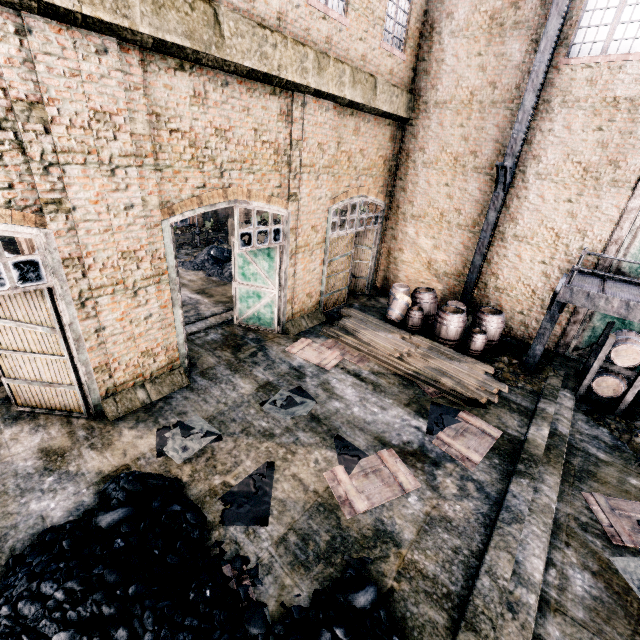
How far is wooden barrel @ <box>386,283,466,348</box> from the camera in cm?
1243

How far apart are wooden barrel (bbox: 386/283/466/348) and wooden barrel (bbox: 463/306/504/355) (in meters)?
1.63

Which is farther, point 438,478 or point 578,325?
point 578,325

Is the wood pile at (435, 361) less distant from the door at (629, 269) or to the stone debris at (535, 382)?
the stone debris at (535, 382)

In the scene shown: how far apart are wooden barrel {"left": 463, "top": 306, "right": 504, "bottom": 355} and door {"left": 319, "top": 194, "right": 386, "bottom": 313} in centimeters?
556cm

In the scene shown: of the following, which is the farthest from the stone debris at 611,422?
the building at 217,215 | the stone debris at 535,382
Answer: the building at 217,215

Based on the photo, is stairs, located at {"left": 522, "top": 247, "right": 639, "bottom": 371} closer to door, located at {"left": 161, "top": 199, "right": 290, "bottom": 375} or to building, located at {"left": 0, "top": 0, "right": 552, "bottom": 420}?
building, located at {"left": 0, "top": 0, "right": 552, "bottom": 420}

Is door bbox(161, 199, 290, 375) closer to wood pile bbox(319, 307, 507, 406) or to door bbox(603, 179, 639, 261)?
wood pile bbox(319, 307, 507, 406)
